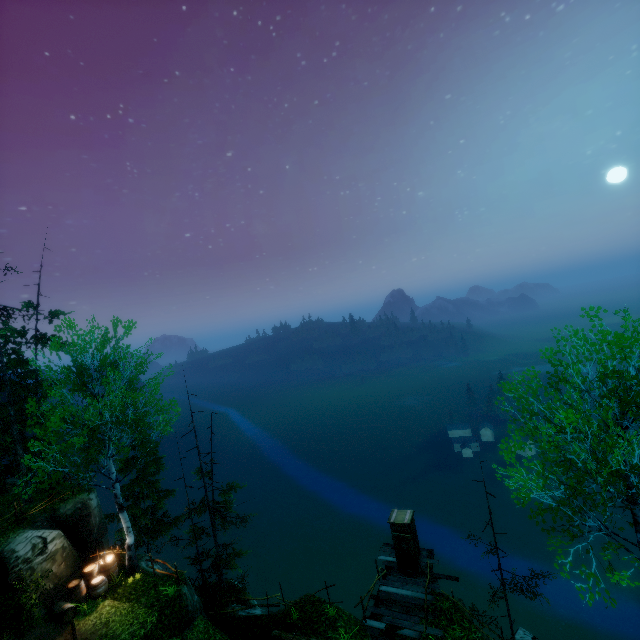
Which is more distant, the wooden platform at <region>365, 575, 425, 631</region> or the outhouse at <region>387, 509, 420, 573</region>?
the outhouse at <region>387, 509, 420, 573</region>

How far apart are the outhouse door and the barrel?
14.1 meters

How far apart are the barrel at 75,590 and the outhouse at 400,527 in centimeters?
1393cm

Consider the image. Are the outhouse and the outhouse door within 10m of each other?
yes

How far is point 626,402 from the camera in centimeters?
1014cm

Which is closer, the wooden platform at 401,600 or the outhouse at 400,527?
the wooden platform at 401,600

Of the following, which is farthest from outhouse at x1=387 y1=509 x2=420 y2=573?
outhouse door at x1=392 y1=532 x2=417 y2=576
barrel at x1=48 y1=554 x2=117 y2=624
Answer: barrel at x1=48 y1=554 x2=117 y2=624

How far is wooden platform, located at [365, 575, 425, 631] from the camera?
14.26m
